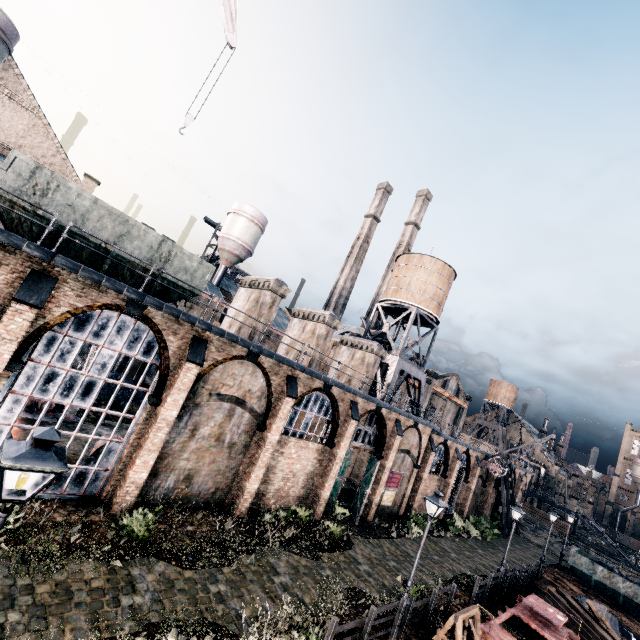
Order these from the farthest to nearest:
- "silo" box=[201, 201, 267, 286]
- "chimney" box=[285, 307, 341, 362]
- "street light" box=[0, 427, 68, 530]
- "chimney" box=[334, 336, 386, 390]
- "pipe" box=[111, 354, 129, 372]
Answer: "silo" box=[201, 201, 267, 286] < "pipe" box=[111, 354, 129, 372] < "chimney" box=[334, 336, 386, 390] < "chimney" box=[285, 307, 341, 362] < "street light" box=[0, 427, 68, 530]

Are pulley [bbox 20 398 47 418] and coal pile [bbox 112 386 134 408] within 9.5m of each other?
yes

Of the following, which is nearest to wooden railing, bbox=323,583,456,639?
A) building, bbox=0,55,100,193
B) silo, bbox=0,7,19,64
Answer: building, bbox=0,55,100,193

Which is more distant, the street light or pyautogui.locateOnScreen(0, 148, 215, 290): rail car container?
pyautogui.locateOnScreen(0, 148, 215, 290): rail car container

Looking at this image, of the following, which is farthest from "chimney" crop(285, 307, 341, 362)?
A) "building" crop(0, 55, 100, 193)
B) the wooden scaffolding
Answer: the wooden scaffolding

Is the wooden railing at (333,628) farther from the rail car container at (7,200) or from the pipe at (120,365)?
the pipe at (120,365)

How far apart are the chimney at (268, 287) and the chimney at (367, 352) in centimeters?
1040cm

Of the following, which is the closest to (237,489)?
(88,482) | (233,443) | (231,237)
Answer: (233,443)
